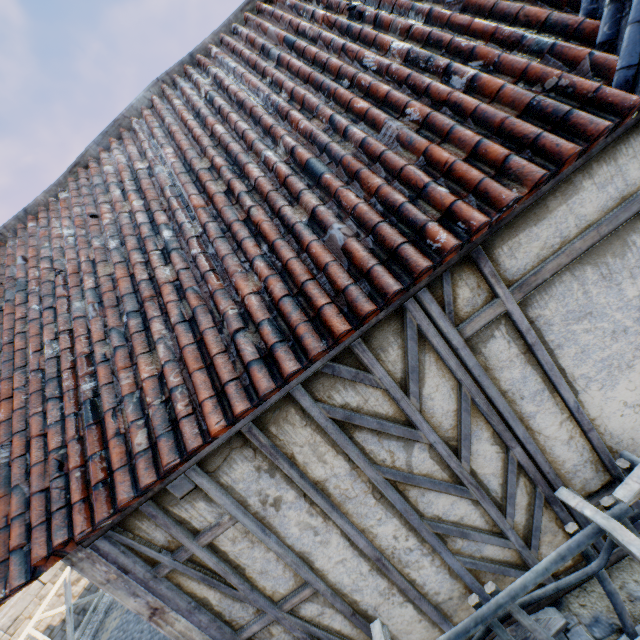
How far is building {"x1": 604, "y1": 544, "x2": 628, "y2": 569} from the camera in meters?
2.5 m

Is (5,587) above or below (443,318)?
above

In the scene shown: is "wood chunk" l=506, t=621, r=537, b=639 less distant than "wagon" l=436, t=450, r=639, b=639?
No

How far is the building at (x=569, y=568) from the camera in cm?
256

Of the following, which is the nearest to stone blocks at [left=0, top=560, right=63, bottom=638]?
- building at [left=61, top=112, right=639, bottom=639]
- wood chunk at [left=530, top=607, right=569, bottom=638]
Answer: wood chunk at [left=530, top=607, right=569, bottom=638]

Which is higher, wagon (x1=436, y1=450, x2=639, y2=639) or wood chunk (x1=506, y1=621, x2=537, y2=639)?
wagon (x1=436, y1=450, x2=639, y2=639)

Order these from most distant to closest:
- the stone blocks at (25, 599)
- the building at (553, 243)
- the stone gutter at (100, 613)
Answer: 1. the stone blocks at (25, 599)
2. the stone gutter at (100, 613)
3. the building at (553, 243)
